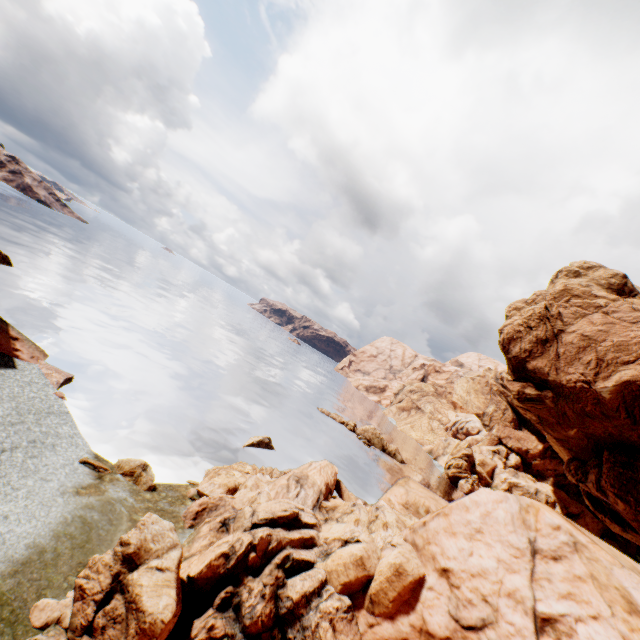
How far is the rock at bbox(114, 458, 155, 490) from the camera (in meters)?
17.04

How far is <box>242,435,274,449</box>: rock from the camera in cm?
2888

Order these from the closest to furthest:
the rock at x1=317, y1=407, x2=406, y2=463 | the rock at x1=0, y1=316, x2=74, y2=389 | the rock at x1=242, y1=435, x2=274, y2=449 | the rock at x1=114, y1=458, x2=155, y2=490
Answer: the rock at x1=114, y1=458, x2=155, y2=490, the rock at x1=0, y1=316, x2=74, y2=389, the rock at x1=242, y1=435, x2=274, y2=449, the rock at x1=317, y1=407, x2=406, y2=463

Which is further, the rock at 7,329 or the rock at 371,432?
the rock at 371,432

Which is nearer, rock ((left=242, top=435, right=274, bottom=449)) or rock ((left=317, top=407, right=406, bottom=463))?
rock ((left=242, top=435, right=274, bottom=449))

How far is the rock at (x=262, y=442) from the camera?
28.88m

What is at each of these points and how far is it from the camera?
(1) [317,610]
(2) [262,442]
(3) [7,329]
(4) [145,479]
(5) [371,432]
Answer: (1) rock, 11.0 meters
(2) rock, 29.9 meters
(3) rock, 21.4 meters
(4) rock, 17.2 meters
(5) rock, 55.2 meters
